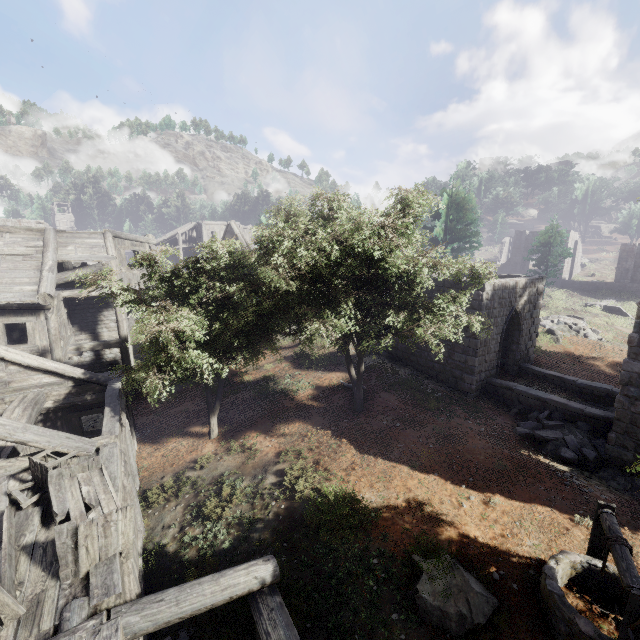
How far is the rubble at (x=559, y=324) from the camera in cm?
2257

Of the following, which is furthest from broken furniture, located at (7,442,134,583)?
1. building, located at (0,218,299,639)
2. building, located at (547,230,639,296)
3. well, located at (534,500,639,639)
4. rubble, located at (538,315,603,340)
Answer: rubble, located at (538,315,603,340)

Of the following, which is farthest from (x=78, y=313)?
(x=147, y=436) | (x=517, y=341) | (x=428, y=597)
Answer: (x=517, y=341)

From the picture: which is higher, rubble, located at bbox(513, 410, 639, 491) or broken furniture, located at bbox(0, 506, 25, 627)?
broken furniture, located at bbox(0, 506, 25, 627)

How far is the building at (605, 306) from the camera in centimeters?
2870cm

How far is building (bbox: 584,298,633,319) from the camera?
28.70m

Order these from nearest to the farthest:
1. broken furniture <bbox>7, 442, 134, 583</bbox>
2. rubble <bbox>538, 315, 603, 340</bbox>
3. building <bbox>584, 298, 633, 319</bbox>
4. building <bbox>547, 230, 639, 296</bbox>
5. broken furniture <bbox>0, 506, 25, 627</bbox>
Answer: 1. broken furniture <bbox>0, 506, 25, 627</bbox>
2. broken furniture <bbox>7, 442, 134, 583</bbox>
3. rubble <bbox>538, 315, 603, 340</bbox>
4. building <bbox>584, 298, 633, 319</bbox>
5. building <bbox>547, 230, 639, 296</bbox>

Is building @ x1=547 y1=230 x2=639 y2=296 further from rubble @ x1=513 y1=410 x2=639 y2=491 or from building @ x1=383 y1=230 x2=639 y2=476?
rubble @ x1=513 y1=410 x2=639 y2=491
